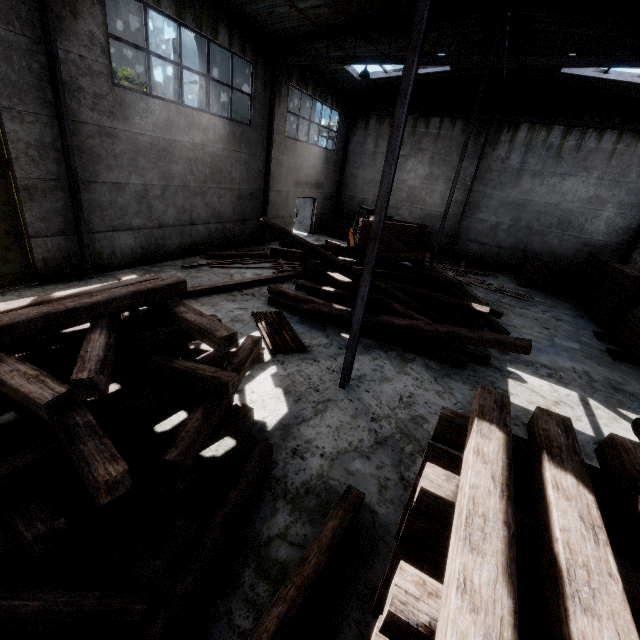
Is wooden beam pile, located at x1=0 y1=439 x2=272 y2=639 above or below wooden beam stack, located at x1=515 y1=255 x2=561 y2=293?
below

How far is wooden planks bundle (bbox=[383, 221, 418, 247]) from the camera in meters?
13.7

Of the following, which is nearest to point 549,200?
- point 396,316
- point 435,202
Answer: point 435,202

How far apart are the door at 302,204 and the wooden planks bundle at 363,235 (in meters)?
6.60

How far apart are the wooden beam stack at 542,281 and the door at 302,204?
11.8m

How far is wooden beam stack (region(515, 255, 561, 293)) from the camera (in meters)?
14.69

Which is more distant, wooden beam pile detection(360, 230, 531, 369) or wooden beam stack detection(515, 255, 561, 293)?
wooden beam stack detection(515, 255, 561, 293)

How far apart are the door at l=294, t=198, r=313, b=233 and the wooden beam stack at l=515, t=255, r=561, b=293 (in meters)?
11.76
